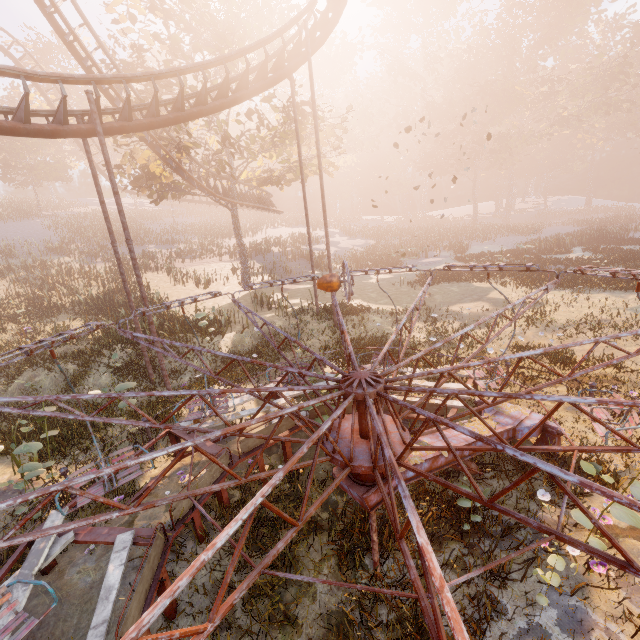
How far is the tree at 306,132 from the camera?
17.7m

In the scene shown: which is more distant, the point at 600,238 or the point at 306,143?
the point at 600,238

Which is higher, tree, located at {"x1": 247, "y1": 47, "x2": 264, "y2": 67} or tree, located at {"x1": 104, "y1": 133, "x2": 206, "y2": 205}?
tree, located at {"x1": 247, "y1": 47, "x2": 264, "y2": 67}

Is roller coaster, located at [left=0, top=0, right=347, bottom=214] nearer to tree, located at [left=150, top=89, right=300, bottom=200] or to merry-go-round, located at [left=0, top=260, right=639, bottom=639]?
tree, located at [left=150, top=89, right=300, bottom=200]

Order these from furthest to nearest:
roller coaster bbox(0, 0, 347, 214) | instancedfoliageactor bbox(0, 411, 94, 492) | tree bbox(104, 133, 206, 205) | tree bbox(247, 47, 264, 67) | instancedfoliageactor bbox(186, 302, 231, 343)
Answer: tree bbox(247, 47, 264, 67)
tree bbox(104, 133, 206, 205)
instancedfoliageactor bbox(186, 302, 231, 343)
roller coaster bbox(0, 0, 347, 214)
instancedfoliageactor bbox(0, 411, 94, 492)

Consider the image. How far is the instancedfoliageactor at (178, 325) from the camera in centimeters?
1439cm

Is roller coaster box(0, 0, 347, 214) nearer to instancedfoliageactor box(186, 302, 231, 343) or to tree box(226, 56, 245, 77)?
tree box(226, 56, 245, 77)

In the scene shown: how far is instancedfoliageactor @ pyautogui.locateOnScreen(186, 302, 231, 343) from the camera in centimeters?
1372cm
